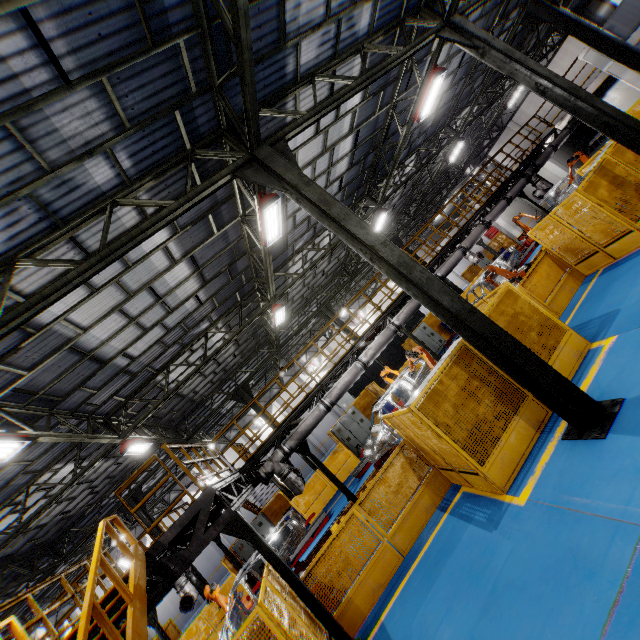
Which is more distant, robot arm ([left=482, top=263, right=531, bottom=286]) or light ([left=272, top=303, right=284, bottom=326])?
light ([left=272, top=303, right=284, bottom=326])

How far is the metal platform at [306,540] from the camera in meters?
13.6

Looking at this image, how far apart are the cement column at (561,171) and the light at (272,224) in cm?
2336

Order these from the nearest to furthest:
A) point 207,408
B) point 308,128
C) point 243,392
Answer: point 308,128, point 243,392, point 207,408

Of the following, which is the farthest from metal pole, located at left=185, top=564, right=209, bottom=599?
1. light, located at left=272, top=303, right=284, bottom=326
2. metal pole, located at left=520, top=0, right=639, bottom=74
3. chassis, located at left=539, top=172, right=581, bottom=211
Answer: metal pole, located at left=520, top=0, right=639, bottom=74

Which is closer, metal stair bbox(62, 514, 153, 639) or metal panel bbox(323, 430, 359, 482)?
metal stair bbox(62, 514, 153, 639)

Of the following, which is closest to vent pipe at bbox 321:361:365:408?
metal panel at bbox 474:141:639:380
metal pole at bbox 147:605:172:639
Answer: metal panel at bbox 474:141:639:380

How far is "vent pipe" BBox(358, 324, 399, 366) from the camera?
11.77m
